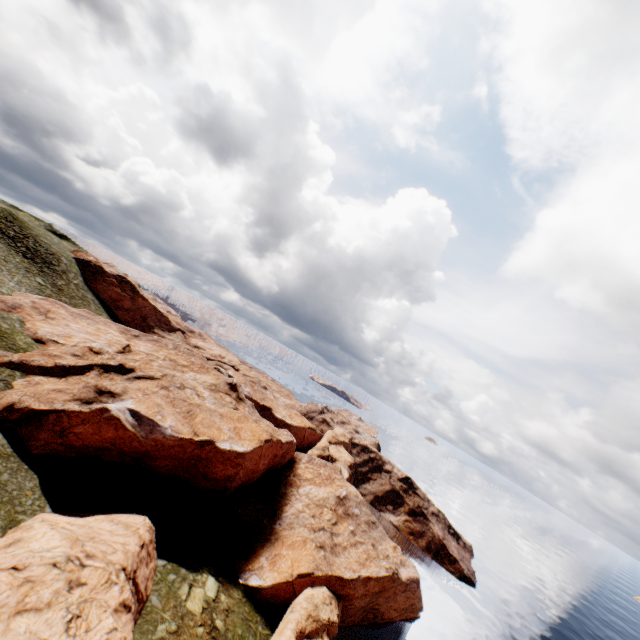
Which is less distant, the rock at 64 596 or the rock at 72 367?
the rock at 64 596

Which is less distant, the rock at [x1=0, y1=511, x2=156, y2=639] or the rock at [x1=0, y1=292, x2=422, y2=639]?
the rock at [x1=0, y1=511, x2=156, y2=639]

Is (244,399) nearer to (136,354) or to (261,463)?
(261,463)
